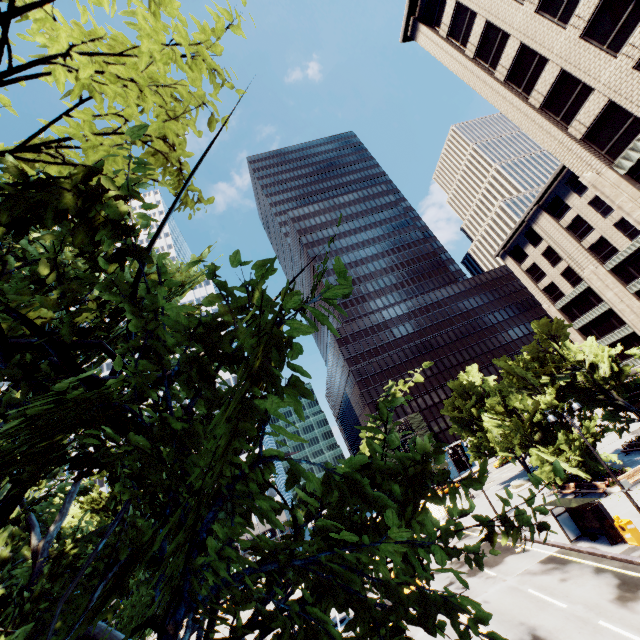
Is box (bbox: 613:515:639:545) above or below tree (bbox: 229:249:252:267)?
below

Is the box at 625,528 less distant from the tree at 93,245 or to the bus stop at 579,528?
the bus stop at 579,528

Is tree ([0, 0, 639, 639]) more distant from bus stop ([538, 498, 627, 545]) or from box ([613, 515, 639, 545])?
box ([613, 515, 639, 545])

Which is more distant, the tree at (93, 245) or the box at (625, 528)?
the box at (625, 528)

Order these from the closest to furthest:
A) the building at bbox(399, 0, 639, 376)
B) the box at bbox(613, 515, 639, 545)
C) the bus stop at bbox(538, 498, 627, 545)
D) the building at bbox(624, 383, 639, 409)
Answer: the box at bbox(613, 515, 639, 545), the bus stop at bbox(538, 498, 627, 545), the building at bbox(399, 0, 639, 376), the building at bbox(624, 383, 639, 409)

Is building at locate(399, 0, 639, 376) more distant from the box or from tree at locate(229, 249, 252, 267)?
the box

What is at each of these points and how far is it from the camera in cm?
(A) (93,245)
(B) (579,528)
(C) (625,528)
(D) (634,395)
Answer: (A) tree, 503
(B) bus stop, 2053
(C) box, 1730
(D) building, 4394

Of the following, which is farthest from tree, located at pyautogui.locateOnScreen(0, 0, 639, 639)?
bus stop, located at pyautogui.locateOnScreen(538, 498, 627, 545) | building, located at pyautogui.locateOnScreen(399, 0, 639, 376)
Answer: building, located at pyautogui.locateOnScreen(399, 0, 639, 376)
